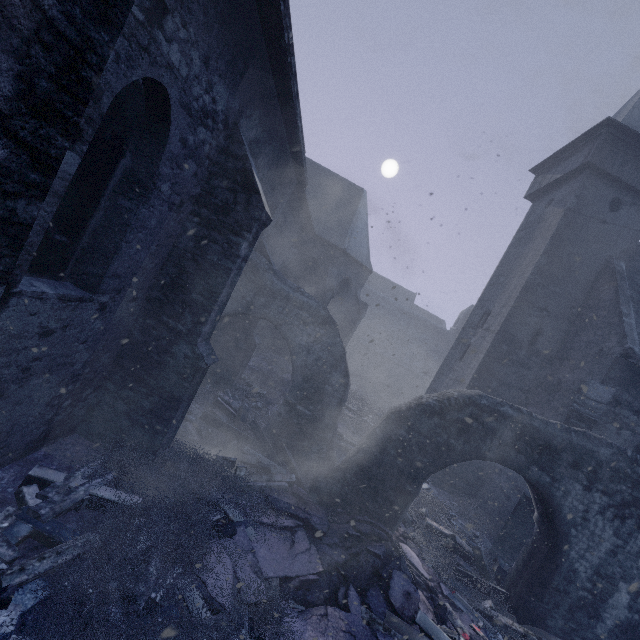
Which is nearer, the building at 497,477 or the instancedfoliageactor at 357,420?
the building at 497,477

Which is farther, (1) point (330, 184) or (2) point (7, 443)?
(1) point (330, 184)

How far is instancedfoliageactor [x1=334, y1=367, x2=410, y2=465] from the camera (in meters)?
11.83

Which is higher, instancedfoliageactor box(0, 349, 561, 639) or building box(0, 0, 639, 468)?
building box(0, 0, 639, 468)

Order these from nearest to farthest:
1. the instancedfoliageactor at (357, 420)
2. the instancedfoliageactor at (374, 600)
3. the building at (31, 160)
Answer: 1. the building at (31, 160)
2. the instancedfoliageactor at (374, 600)
3. the instancedfoliageactor at (357, 420)

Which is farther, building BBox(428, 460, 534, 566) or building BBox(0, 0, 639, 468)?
building BBox(428, 460, 534, 566)
